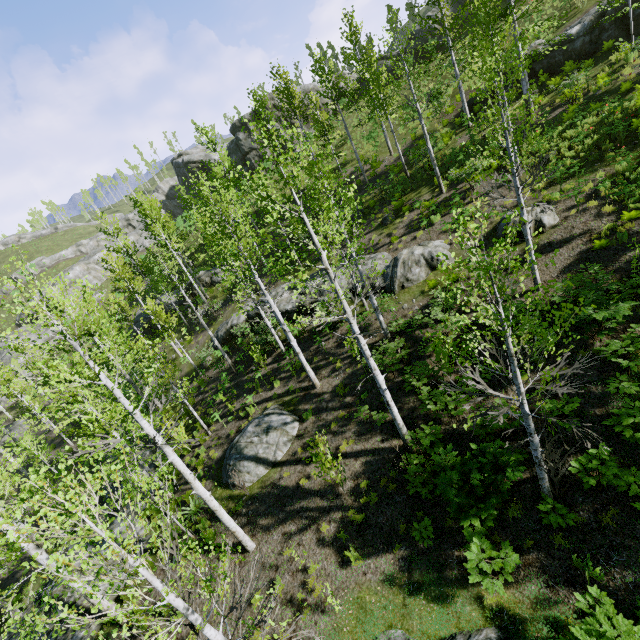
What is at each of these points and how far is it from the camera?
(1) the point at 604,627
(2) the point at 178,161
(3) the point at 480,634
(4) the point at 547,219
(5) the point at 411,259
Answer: (1) instancedfoliageactor, 4.9 meters
(2) rock, 50.6 meters
(3) rock, 6.2 meters
(4) rock, 12.9 meters
(5) rock, 15.8 meters

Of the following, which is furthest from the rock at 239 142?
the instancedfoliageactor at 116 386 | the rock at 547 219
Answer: the rock at 547 219

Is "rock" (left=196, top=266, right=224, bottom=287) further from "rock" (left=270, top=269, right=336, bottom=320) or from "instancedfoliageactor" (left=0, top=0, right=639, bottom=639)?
"rock" (left=270, top=269, right=336, bottom=320)

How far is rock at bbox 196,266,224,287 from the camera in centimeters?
2964cm

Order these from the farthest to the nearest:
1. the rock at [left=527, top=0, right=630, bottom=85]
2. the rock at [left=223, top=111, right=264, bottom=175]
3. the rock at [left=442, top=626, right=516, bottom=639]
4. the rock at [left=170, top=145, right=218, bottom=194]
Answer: the rock at [left=170, top=145, right=218, bottom=194] → the rock at [left=223, top=111, right=264, bottom=175] → the rock at [left=527, top=0, right=630, bottom=85] → the rock at [left=442, top=626, right=516, bottom=639]

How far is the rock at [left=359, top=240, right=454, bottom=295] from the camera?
15.5m

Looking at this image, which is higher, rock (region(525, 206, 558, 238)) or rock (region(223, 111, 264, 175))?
rock (region(223, 111, 264, 175))

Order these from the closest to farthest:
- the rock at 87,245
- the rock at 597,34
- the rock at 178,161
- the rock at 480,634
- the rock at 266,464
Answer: the rock at 480,634
the rock at 266,464
the rock at 597,34
the rock at 87,245
the rock at 178,161
